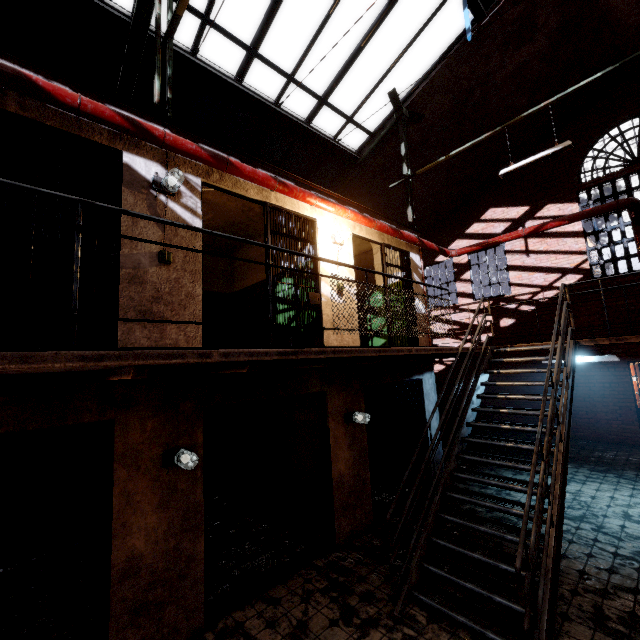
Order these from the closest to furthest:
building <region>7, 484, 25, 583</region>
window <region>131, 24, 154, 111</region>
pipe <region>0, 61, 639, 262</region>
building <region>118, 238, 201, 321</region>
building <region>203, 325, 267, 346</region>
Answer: pipe <region>0, 61, 639, 262</region>
building <region>118, 238, 201, 321</region>
building <region>7, 484, 25, 583</region>
window <region>131, 24, 154, 111</region>
building <region>203, 325, 267, 346</region>

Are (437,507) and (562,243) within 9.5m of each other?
no

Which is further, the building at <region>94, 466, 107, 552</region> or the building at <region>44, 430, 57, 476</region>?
the building at <region>44, 430, 57, 476</region>

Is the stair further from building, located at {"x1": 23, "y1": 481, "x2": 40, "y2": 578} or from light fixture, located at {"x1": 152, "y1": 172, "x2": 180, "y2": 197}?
light fixture, located at {"x1": 152, "y1": 172, "x2": 180, "y2": 197}

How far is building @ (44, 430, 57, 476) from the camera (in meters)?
5.53

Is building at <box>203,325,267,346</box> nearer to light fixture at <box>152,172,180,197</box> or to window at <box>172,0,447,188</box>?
light fixture at <box>152,172,180,197</box>

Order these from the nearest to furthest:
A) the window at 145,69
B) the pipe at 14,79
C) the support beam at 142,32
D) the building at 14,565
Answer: the pipe at 14,79
the support beam at 142,32
the building at 14,565
the window at 145,69

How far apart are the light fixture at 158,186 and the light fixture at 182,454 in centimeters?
299cm
